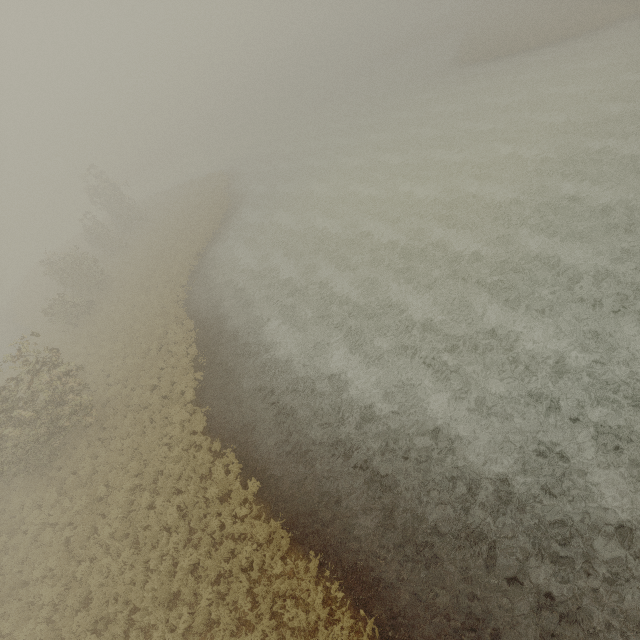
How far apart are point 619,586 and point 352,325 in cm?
1209
